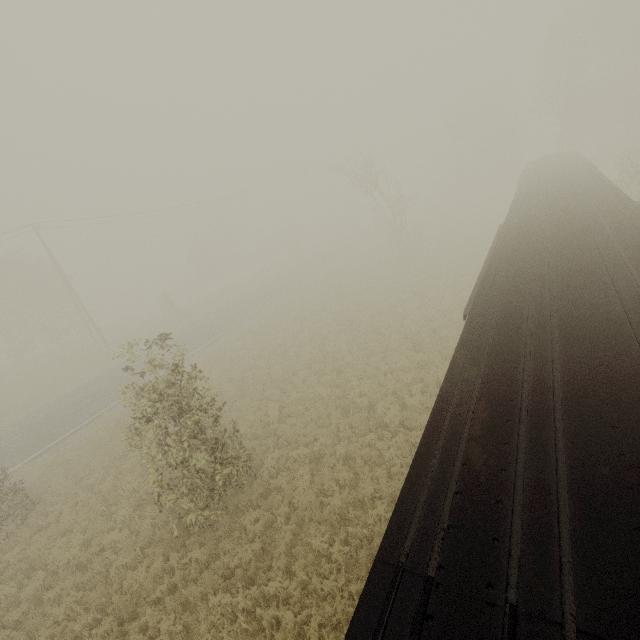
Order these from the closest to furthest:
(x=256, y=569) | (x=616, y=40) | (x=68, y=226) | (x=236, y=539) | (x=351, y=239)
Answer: (x=256, y=569)
(x=236, y=539)
(x=616, y=40)
(x=68, y=226)
(x=351, y=239)
